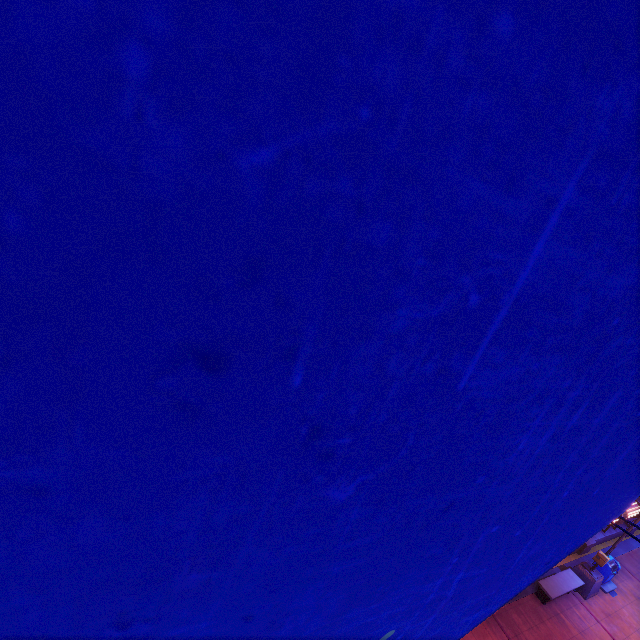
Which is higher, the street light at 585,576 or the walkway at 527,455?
the walkway at 527,455

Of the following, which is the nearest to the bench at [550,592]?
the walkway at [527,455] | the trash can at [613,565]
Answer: the trash can at [613,565]

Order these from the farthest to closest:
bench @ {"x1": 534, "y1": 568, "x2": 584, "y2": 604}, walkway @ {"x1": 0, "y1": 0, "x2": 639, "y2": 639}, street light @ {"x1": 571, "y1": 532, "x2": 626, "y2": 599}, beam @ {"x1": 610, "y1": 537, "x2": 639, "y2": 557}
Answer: beam @ {"x1": 610, "y1": 537, "x2": 639, "y2": 557} → street light @ {"x1": 571, "y1": 532, "x2": 626, "y2": 599} → bench @ {"x1": 534, "y1": 568, "x2": 584, "y2": 604} → walkway @ {"x1": 0, "y1": 0, "x2": 639, "y2": 639}

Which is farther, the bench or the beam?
the beam

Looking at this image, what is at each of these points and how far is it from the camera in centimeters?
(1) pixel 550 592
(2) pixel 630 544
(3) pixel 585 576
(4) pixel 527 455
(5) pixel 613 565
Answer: (1) bench, 1305cm
(2) beam, 1809cm
(3) street light, 1425cm
(4) walkway, 145cm
(5) trash can, 1490cm

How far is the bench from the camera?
13.12m

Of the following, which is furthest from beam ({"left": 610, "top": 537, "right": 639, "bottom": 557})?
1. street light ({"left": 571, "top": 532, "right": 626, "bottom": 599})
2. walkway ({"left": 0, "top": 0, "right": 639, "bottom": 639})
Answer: walkway ({"left": 0, "top": 0, "right": 639, "bottom": 639})

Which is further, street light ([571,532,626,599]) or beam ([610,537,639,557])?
beam ([610,537,639,557])
